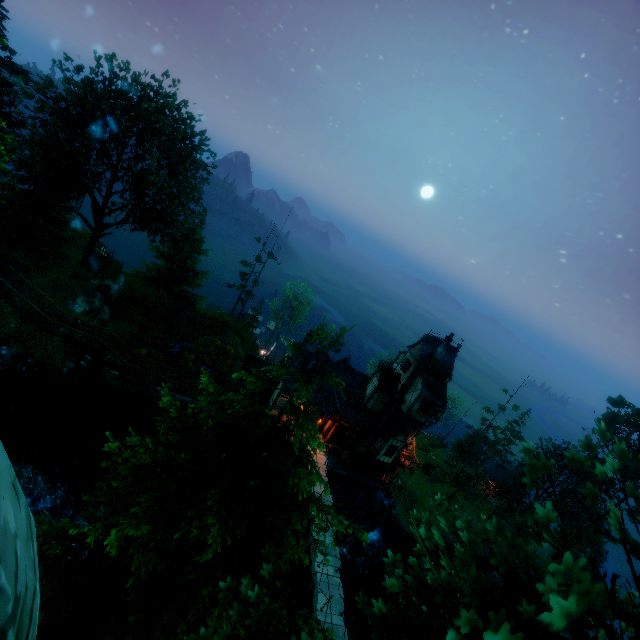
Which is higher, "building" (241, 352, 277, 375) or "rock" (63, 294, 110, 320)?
"building" (241, 352, 277, 375)

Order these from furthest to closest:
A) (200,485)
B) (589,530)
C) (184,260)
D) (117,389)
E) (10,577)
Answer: (589,530) → (184,260) → (117,389) → (200,485) → (10,577)

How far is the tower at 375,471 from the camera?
33.3m

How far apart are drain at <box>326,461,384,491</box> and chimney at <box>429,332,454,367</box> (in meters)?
12.73

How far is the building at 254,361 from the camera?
31.39m

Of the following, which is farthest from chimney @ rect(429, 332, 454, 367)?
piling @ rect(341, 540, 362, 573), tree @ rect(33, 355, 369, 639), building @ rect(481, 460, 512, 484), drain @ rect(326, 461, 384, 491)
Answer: building @ rect(481, 460, 512, 484)

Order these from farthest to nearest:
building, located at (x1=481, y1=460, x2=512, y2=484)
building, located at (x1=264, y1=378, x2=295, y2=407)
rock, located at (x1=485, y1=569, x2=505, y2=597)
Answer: building, located at (x1=481, y1=460, x2=512, y2=484) < rock, located at (x1=485, y1=569, x2=505, y2=597) < building, located at (x1=264, y1=378, x2=295, y2=407)

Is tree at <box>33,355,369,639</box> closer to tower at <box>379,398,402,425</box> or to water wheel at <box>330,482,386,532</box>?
tower at <box>379,398,402,425</box>
